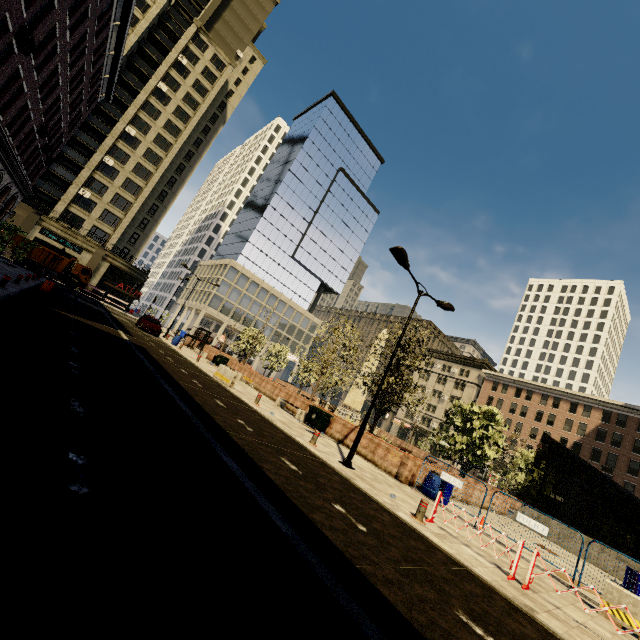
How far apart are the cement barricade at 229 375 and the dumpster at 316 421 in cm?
444

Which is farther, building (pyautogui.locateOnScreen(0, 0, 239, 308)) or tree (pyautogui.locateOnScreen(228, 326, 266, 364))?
tree (pyautogui.locateOnScreen(228, 326, 266, 364))

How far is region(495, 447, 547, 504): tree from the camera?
27.3m

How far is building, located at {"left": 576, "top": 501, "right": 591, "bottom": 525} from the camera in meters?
44.5

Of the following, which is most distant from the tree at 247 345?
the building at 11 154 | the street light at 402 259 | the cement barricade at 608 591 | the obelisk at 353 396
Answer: the cement barricade at 608 591

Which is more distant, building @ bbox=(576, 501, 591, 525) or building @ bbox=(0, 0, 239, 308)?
building @ bbox=(576, 501, 591, 525)

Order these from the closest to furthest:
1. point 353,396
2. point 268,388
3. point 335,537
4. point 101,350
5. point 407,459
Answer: point 335,537 < point 101,350 < point 407,459 < point 268,388 < point 353,396

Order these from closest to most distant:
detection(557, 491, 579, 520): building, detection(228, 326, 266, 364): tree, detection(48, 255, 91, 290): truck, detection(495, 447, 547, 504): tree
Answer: detection(495, 447, 547, 504): tree → detection(228, 326, 266, 364): tree → detection(48, 255, 91, 290): truck → detection(557, 491, 579, 520): building
